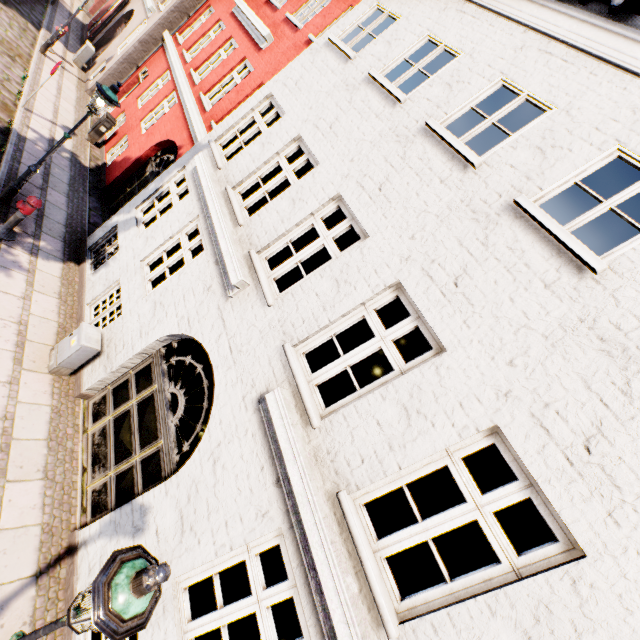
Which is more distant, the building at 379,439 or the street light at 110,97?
the street light at 110,97

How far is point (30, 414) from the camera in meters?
5.6

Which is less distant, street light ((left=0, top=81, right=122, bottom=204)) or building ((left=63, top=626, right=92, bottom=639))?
building ((left=63, top=626, right=92, bottom=639))

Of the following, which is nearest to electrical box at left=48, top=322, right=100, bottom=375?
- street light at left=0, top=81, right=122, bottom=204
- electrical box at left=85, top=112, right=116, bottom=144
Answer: street light at left=0, top=81, right=122, bottom=204

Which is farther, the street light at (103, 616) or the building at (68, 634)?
the building at (68, 634)

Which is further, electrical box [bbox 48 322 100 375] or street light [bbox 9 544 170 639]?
electrical box [bbox 48 322 100 375]

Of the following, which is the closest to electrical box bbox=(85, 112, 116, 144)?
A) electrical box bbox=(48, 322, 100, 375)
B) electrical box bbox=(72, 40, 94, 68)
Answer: electrical box bbox=(72, 40, 94, 68)

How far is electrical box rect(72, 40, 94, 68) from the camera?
14.38m
